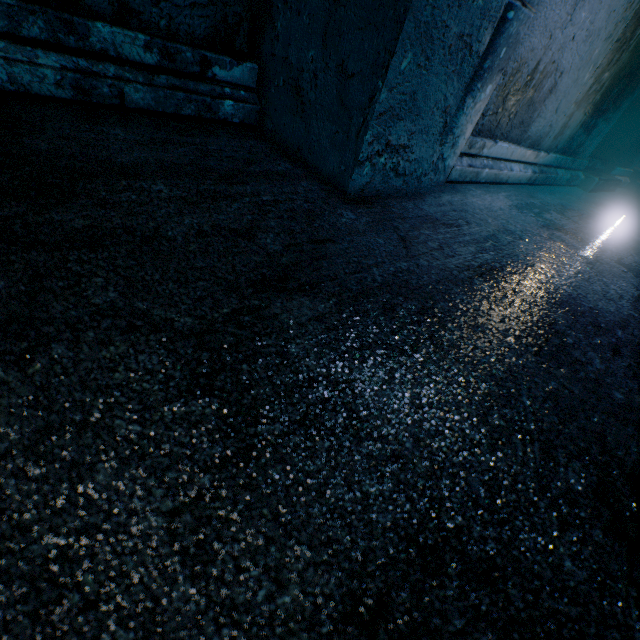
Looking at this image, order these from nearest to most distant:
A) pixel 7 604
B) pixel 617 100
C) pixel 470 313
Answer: pixel 7 604, pixel 470 313, pixel 617 100
